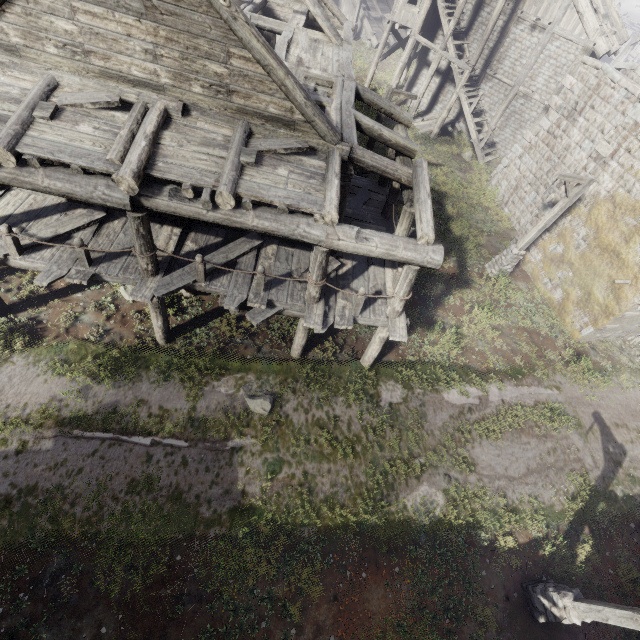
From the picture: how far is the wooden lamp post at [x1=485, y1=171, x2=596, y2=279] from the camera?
11.6 meters

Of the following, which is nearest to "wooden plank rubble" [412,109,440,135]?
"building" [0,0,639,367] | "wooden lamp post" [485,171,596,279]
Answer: "building" [0,0,639,367]

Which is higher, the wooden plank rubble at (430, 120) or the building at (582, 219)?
the building at (582, 219)

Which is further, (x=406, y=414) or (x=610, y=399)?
(x=610, y=399)

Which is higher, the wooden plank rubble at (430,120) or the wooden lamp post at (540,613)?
the wooden lamp post at (540,613)

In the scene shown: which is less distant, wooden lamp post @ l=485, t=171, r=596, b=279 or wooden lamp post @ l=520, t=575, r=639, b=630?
wooden lamp post @ l=520, t=575, r=639, b=630

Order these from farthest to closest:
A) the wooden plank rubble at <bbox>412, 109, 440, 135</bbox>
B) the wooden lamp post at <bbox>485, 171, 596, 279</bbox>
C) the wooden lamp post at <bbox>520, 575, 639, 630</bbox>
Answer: the wooden plank rubble at <bbox>412, 109, 440, 135</bbox> → the wooden lamp post at <bbox>485, 171, 596, 279</bbox> → the wooden lamp post at <bbox>520, 575, 639, 630</bbox>
